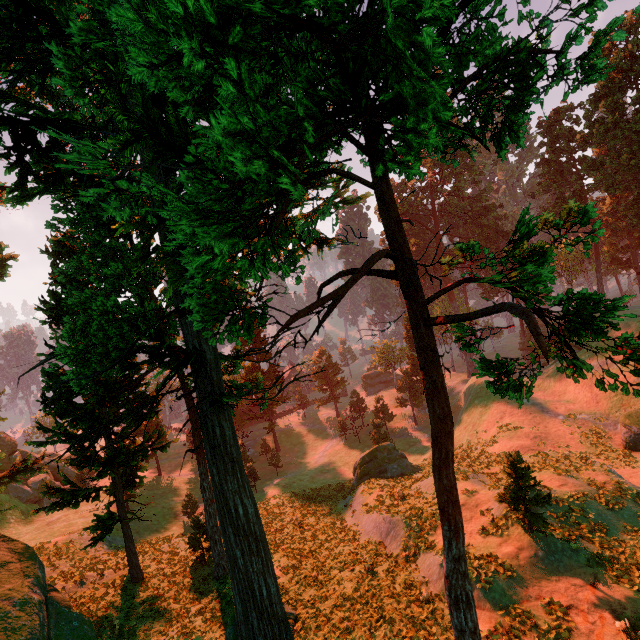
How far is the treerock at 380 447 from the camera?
27.2 meters

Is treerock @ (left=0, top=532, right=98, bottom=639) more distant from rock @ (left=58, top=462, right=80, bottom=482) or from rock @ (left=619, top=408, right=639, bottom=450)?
rock @ (left=619, top=408, right=639, bottom=450)

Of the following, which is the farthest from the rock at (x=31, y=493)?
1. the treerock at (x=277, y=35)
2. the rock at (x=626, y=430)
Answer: the rock at (x=626, y=430)

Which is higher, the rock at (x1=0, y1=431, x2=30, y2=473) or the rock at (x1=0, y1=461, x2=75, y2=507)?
the rock at (x1=0, y1=431, x2=30, y2=473)

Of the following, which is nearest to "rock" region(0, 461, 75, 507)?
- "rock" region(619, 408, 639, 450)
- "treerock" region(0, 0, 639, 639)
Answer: "treerock" region(0, 0, 639, 639)

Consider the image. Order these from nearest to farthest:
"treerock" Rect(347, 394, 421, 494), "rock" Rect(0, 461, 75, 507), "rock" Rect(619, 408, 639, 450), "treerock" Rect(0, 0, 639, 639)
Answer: "treerock" Rect(0, 0, 639, 639), "rock" Rect(619, 408, 639, 450), "treerock" Rect(347, 394, 421, 494), "rock" Rect(0, 461, 75, 507)

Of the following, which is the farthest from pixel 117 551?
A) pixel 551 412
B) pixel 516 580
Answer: pixel 551 412
